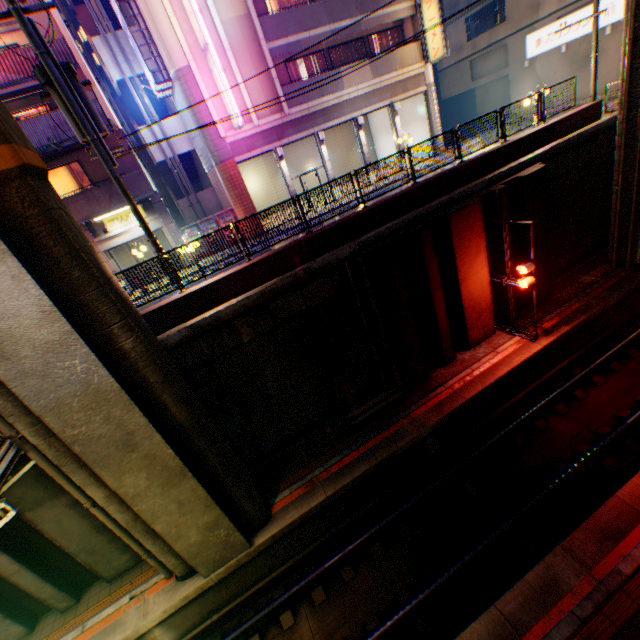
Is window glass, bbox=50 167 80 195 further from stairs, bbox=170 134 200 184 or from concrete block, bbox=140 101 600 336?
concrete block, bbox=140 101 600 336

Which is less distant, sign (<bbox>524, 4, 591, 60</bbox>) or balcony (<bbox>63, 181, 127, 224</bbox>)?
balcony (<bbox>63, 181, 127, 224</bbox>)

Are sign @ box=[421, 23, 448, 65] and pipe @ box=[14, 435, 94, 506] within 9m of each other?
no

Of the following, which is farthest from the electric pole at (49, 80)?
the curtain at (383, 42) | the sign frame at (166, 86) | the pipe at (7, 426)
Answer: the curtain at (383, 42)

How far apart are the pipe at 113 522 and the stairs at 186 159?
18.3m

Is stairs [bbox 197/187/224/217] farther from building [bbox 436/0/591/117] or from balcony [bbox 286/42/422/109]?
building [bbox 436/0/591/117]

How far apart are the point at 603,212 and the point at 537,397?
11.0 meters

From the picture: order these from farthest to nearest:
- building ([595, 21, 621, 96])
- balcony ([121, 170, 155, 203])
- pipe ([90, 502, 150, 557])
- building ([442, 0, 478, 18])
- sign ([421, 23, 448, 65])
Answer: building ([442, 0, 478, 18]), building ([595, 21, 621, 96]), sign ([421, 23, 448, 65]), balcony ([121, 170, 155, 203]), pipe ([90, 502, 150, 557])
